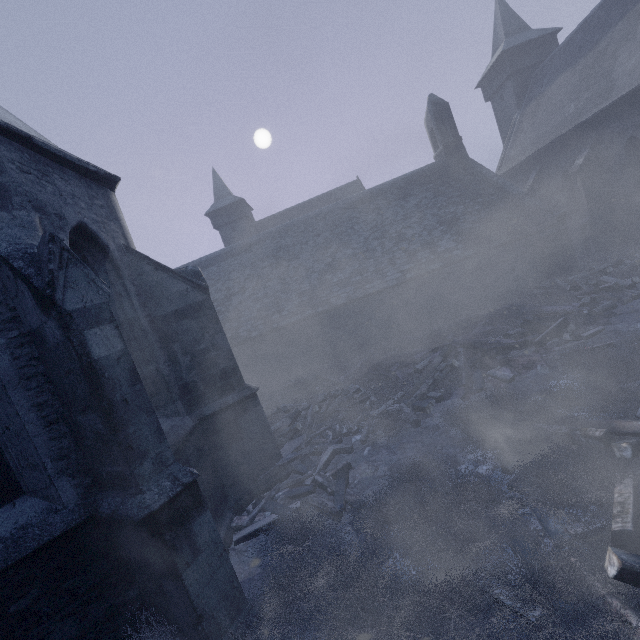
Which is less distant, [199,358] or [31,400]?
[31,400]

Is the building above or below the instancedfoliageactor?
above

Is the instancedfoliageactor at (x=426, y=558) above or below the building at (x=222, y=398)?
below
